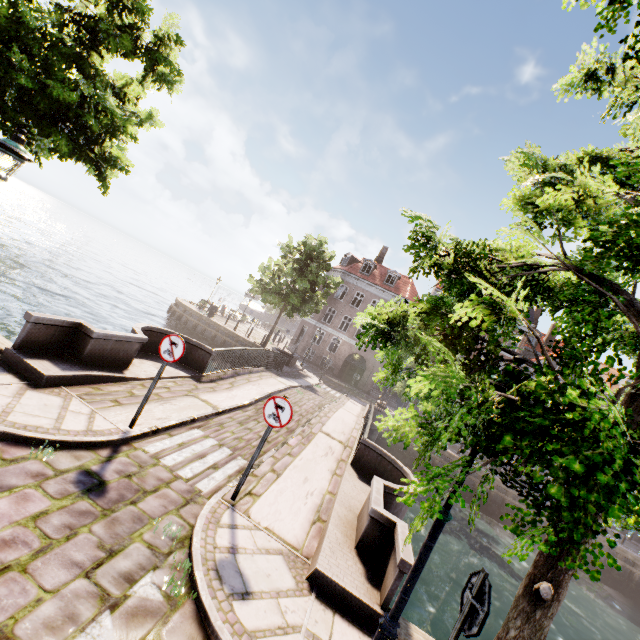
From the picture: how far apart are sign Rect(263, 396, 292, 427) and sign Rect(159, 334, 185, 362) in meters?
1.9

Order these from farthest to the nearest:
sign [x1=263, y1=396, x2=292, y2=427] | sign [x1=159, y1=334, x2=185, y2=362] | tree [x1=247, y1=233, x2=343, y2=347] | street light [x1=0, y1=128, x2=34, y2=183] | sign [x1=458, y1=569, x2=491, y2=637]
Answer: Answer: tree [x1=247, y1=233, x2=343, y2=347], sign [x1=159, y1=334, x2=185, y2=362], sign [x1=263, y1=396, x2=292, y2=427], street light [x1=0, y1=128, x2=34, y2=183], sign [x1=458, y1=569, x2=491, y2=637]

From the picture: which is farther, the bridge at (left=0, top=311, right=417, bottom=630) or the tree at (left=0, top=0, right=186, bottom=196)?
the tree at (left=0, top=0, right=186, bottom=196)

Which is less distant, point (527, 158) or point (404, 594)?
point (404, 594)

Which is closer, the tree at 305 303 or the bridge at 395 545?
the bridge at 395 545

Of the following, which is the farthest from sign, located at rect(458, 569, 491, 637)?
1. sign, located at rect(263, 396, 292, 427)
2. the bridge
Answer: sign, located at rect(263, 396, 292, 427)

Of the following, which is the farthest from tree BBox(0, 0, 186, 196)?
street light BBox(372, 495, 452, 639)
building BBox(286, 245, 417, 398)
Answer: building BBox(286, 245, 417, 398)

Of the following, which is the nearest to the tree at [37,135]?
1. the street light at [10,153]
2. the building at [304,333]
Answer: the street light at [10,153]
